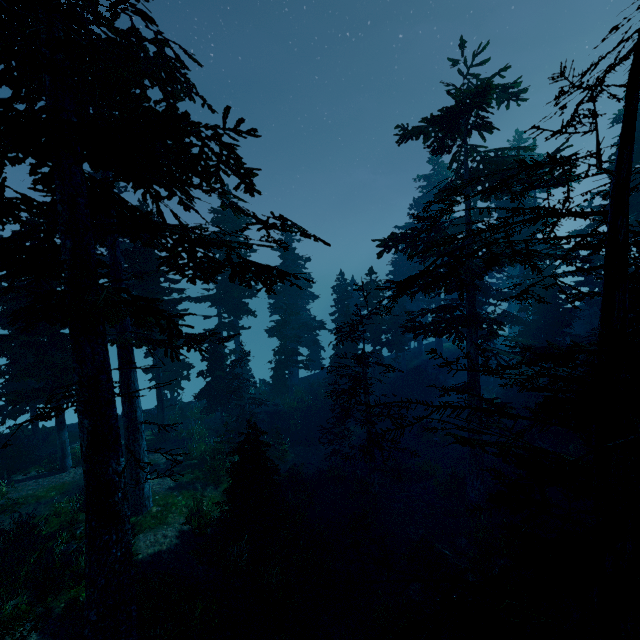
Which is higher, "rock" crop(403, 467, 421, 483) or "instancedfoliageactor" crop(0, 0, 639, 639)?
"instancedfoliageactor" crop(0, 0, 639, 639)

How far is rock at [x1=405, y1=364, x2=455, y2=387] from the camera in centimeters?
3375cm

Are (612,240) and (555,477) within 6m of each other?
yes

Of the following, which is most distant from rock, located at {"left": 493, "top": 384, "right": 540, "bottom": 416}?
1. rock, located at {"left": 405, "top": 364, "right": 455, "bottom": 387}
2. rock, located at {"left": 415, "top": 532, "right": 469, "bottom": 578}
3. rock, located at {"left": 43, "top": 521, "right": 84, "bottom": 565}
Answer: rock, located at {"left": 43, "top": 521, "right": 84, "bottom": 565}

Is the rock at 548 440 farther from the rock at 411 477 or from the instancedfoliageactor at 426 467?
the rock at 411 477

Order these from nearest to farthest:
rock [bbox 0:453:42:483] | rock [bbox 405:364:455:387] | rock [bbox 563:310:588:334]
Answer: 1. rock [bbox 0:453:42:483]
2. rock [bbox 563:310:588:334]
3. rock [bbox 405:364:455:387]

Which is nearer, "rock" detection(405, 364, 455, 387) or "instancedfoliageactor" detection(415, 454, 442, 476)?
"instancedfoliageactor" detection(415, 454, 442, 476)

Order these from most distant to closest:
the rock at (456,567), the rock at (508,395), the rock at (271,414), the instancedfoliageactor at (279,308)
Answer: the rock at (508,395), the rock at (271,414), the rock at (456,567), the instancedfoliageactor at (279,308)
